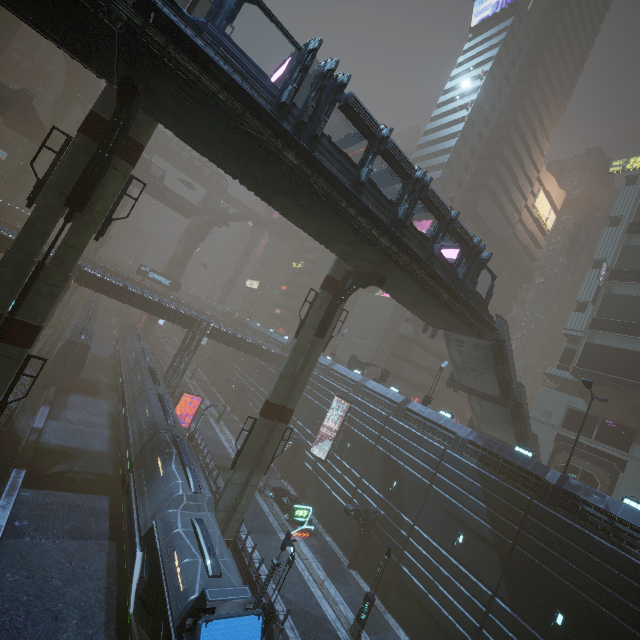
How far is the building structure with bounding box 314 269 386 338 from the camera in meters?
19.0 m

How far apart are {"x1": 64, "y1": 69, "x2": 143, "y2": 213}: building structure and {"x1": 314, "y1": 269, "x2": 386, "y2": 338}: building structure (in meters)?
13.34

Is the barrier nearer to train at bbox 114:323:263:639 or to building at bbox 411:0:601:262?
building at bbox 411:0:601:262

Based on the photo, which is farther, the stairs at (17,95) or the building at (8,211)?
the building at (8,211)

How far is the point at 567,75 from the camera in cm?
5872

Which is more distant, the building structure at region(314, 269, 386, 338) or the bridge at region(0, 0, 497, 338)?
the building structure at region(314, 269, 386, 338)

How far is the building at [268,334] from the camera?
49.3m

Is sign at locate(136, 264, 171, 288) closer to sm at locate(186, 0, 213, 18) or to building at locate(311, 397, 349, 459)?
building at locate(311, 397, 349, 459)
